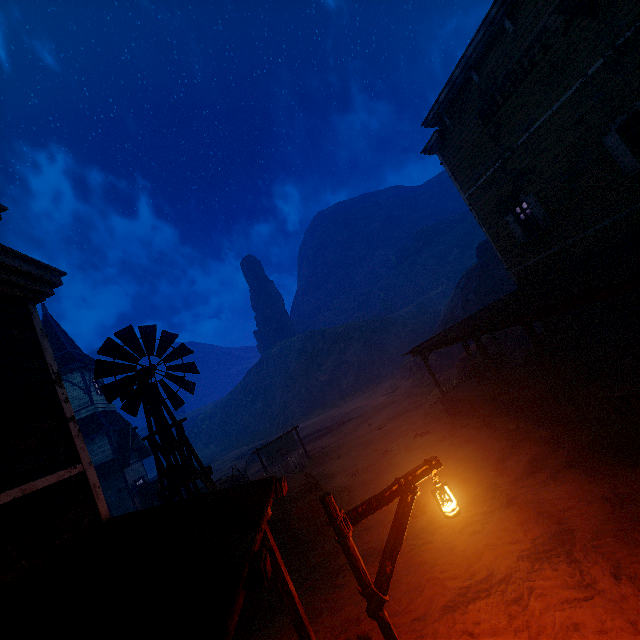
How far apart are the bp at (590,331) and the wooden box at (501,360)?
3.9 meters

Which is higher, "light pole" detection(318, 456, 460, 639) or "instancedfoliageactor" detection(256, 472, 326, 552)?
"light pole" detection(318, 456, 460, 639)

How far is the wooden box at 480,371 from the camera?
15.5m

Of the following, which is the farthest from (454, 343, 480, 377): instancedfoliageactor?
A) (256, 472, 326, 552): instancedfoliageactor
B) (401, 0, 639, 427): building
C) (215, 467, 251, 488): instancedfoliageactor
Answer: (215, 467, 251, 488): instancedfoliageactor

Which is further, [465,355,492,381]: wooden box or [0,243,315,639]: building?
[465,355,492,381]: wooden box

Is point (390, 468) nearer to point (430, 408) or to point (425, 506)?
point (425, 506)

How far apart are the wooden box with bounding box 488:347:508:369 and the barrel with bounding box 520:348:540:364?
1.2 meters

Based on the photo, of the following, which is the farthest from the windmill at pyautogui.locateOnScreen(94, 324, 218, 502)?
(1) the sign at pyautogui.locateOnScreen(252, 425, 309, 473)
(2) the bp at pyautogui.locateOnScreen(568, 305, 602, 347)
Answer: (2) the bp at pyautogui.locateOnScreen(568, 305, 602, 347)
